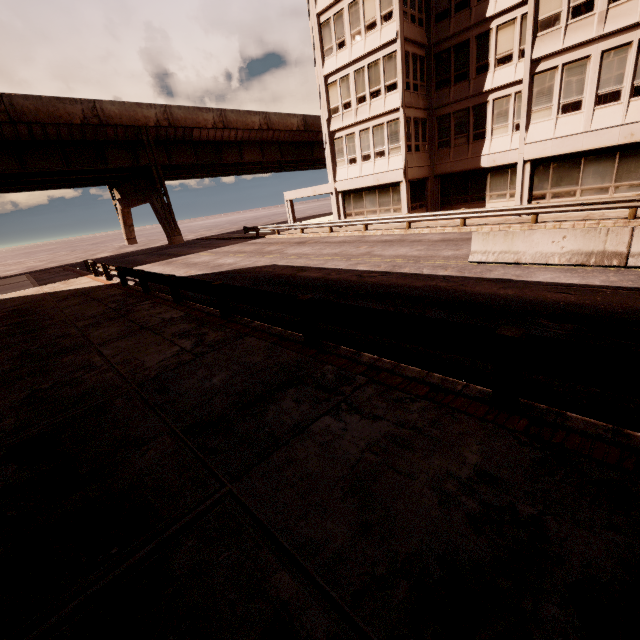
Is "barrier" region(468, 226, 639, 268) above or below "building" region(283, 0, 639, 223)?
below

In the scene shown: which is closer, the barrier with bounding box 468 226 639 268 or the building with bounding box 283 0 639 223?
the barrier with bounding box 468 226 639 268

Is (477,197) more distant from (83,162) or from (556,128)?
(83,162)

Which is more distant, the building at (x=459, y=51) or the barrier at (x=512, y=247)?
the building at (x=459, y=51)

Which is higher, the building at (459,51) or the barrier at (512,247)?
the building at (459,51)
